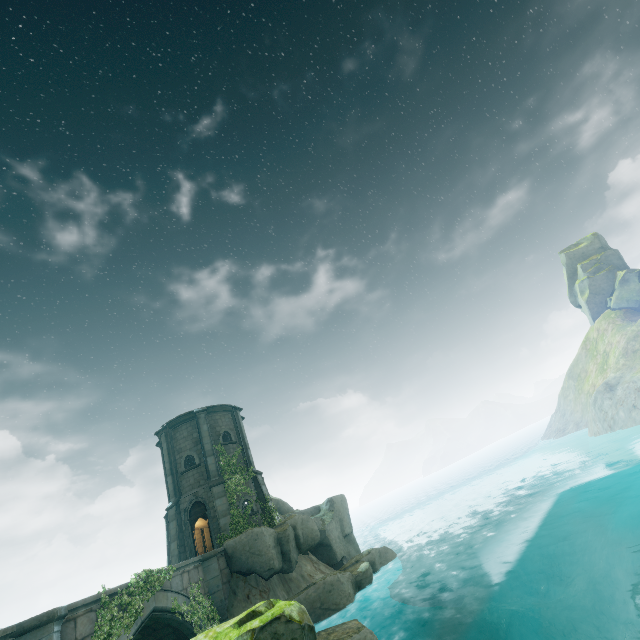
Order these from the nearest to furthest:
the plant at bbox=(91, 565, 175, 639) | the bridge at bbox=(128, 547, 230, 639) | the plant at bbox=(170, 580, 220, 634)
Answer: the plant at bbox=(91, 565, 175, 639)
the bridge at bbox=(128, 547, 230, 639)
the plant at bbox=(170, 580, 220, 634)

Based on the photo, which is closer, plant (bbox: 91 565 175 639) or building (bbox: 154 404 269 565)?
plant (bbox: 91 565 175 639)

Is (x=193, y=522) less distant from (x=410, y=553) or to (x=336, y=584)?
(x=336, y=584)

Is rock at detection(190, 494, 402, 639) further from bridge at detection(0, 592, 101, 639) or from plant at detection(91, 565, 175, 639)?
plant at detection(91, 565, 175, 639)

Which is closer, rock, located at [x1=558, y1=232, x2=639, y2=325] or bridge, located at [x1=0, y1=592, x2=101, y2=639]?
bridge, located at [x1=0, y1=592, x2=101, y2=639]

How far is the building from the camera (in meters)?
21.22

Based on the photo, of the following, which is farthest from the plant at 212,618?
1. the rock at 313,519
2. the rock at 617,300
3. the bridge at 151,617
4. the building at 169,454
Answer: the rock at 617,300

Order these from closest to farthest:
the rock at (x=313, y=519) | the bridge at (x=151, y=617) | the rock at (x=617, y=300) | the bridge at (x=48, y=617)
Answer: the rock at (x=313, y=519) < the bridge at (x=48, y=617) < the bridge at (x=151, y=617) < the rock at (x=617, y=300)
